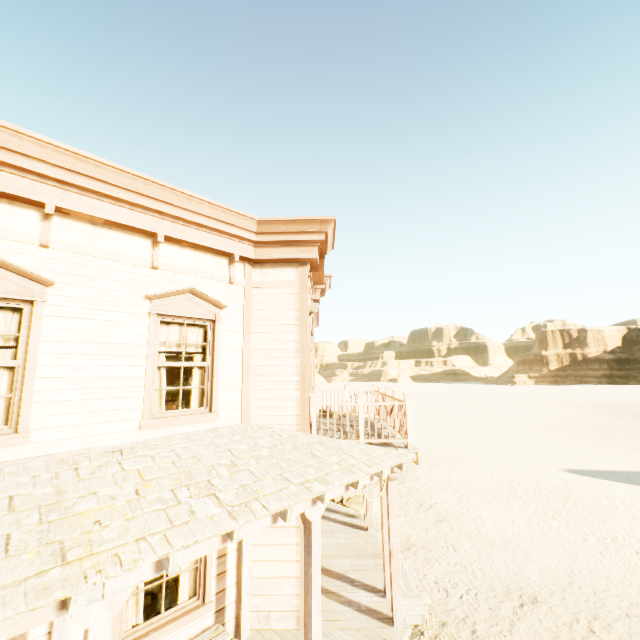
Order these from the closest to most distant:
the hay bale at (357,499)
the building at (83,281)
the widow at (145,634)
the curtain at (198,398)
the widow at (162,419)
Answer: the building at (83,281), the widow at (145,634), the widow at (162,419), the curtain at (198,398), the hay bale at (357,499)

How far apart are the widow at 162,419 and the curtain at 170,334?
0.0 meters

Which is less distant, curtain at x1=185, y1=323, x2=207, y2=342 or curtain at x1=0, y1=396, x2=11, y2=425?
curtain at x1=0, y1=396, x2=11, y2=425

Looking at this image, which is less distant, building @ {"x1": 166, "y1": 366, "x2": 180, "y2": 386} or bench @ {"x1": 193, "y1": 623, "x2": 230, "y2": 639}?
bench @ {"x1": 193, "y1": 623, "x2": 230, "y2": 639}

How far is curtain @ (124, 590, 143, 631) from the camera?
4.68m

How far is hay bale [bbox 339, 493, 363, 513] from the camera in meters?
10.5

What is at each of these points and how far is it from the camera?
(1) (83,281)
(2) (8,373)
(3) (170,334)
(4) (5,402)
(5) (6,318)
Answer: (1) building, 4.63m
(2) curtain, 4.16m
(3) curtain, 5.61m
(4) curtain, 4.12m
(5) curtain, 4.19m

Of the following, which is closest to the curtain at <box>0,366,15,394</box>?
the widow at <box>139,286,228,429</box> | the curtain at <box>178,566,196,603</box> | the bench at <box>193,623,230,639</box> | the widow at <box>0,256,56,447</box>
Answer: the widow at <box>0,256,56,447</box>
